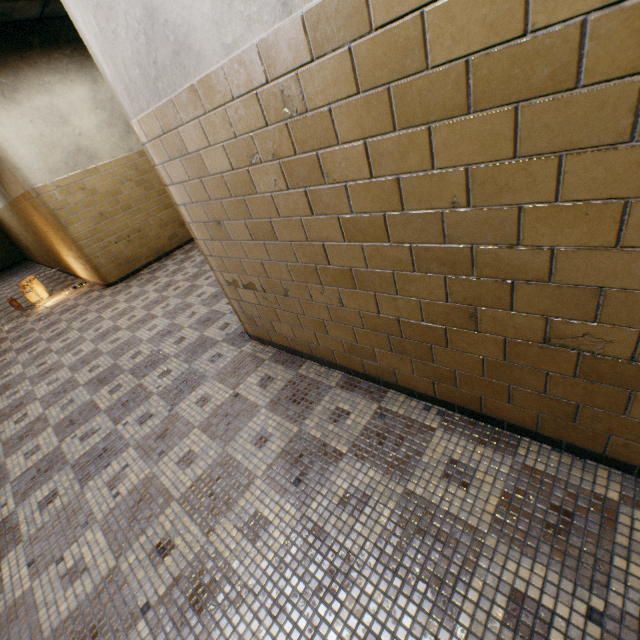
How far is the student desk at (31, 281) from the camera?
6.7m

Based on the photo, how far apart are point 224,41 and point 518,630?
2.6m

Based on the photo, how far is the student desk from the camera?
6.73m
